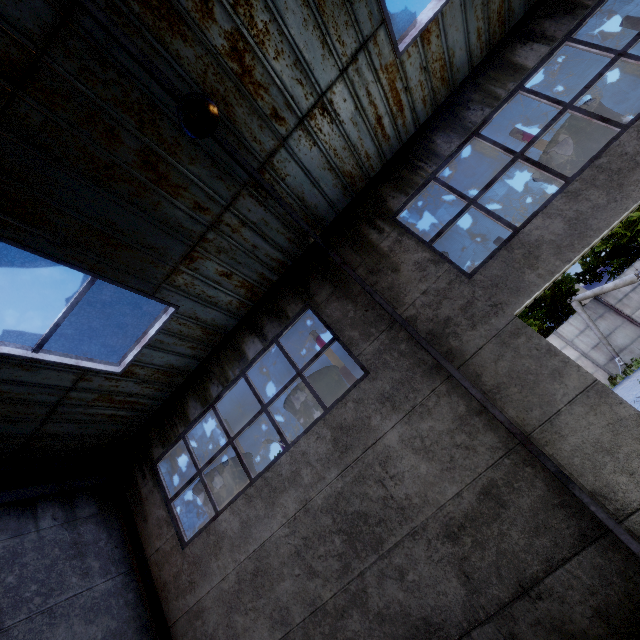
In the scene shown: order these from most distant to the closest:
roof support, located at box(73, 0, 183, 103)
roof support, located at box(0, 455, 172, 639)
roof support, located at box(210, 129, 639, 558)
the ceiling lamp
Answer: roof support, located at box(0, 455, 172, 639), roof support, located at box(210, 129, 639, 558), the ceiling lamp, roof support, located at box(73, 0, 183, 103)

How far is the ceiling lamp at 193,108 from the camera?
3.20m

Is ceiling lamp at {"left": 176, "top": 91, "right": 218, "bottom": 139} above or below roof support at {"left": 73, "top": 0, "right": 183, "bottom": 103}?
below

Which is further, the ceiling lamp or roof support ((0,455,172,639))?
roof support ((0,455,172,639))

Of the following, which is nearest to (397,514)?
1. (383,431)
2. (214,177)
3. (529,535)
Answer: (383,431)

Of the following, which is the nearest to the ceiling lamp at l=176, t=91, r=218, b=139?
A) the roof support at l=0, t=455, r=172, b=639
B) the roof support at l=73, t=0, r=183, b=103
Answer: the roof support at l=73, t=0, r=183, b=103

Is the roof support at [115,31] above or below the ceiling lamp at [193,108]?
above

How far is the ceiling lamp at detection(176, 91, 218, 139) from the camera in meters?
3.2
